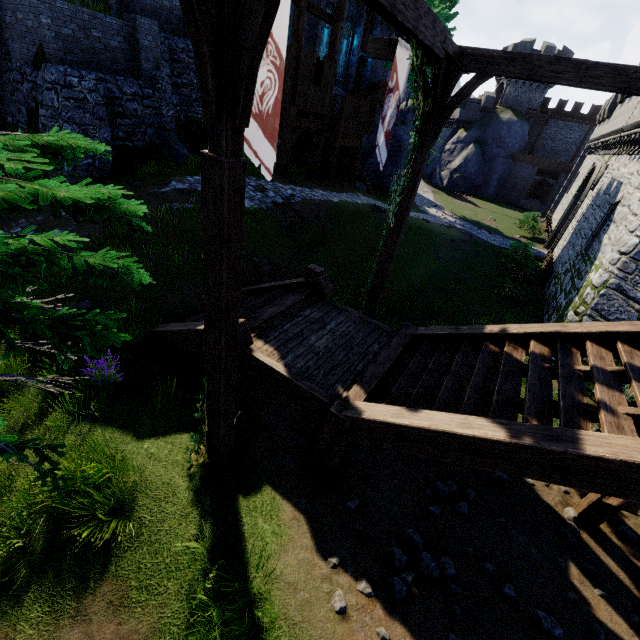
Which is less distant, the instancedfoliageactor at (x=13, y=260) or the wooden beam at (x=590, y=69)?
the instancedfoliageactor at (x=13, y=260)

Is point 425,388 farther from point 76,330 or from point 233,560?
point 76,330

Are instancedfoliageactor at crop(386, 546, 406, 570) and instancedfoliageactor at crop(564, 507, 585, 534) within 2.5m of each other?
no

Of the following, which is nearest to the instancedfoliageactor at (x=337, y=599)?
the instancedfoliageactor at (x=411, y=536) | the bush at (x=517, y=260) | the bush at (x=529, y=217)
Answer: the instancedfoliageactor at (x=411, y=536)

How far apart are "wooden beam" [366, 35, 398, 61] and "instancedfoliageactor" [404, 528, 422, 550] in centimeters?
801cm

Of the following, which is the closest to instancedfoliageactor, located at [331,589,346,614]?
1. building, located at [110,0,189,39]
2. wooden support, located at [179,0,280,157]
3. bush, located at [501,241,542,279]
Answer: wooden support, located at [179,0,280,157]

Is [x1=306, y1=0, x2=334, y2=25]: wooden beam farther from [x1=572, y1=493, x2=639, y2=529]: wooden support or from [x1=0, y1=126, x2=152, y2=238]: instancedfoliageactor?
[x1=572, y1=493, x2=639, y2=529]: wooden support

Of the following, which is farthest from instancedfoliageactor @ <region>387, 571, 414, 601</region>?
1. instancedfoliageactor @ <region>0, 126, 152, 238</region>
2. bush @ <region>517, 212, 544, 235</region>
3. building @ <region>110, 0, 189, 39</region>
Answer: bush @ <region>517, 212, 544, 235</region>
